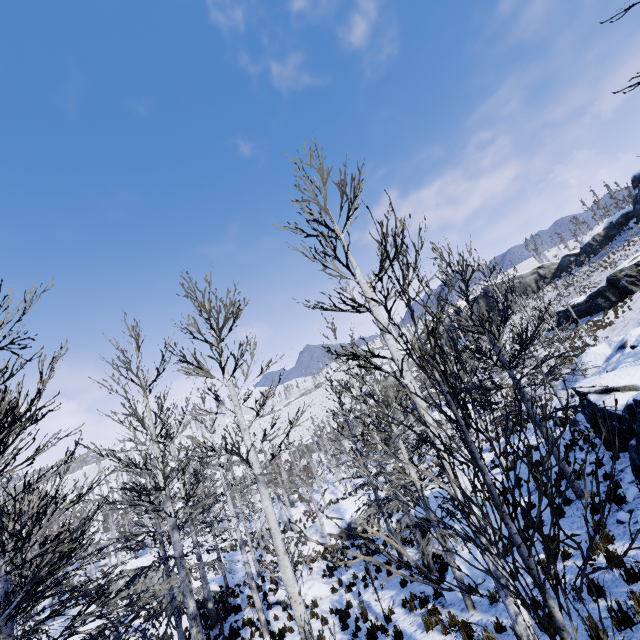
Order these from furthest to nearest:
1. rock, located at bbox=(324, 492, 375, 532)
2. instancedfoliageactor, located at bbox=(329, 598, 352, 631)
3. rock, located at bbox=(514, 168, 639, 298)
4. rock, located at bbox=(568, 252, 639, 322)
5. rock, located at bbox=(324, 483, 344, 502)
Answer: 1. rock, located at bbox=(324, 483, 344, 502)
2. rock, located at bbox=(514, 168, 639, 298)
3. rock, located at bbox=(568, 252, 639, 322)
4. rock, located at bbox=(324, 492, 375, 532)
5. instancedfoliageactor, located at bbox=(329, 598, 352, 631)

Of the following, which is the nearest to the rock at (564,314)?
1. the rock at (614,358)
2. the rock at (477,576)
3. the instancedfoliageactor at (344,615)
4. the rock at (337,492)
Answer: the rock at (614,358)

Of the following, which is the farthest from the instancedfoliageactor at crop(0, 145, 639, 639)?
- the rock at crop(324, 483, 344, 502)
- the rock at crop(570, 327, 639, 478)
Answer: the rock at crop(324, 483, 344, 502)

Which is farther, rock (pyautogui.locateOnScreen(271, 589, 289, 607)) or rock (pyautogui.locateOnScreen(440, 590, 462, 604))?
rock (pyautogui.locateOnScreen(271, 589, 289, 607))

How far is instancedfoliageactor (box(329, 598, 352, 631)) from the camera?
12.0m

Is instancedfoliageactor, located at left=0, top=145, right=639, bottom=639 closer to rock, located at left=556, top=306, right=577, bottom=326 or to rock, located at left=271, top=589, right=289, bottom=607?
rock, located at left=271, top=589, right=289, bottom=607

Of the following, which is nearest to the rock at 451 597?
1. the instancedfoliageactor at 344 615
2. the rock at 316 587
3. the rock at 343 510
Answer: the instancedfoliageactor at 344 615

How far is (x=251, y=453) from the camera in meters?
7.1
